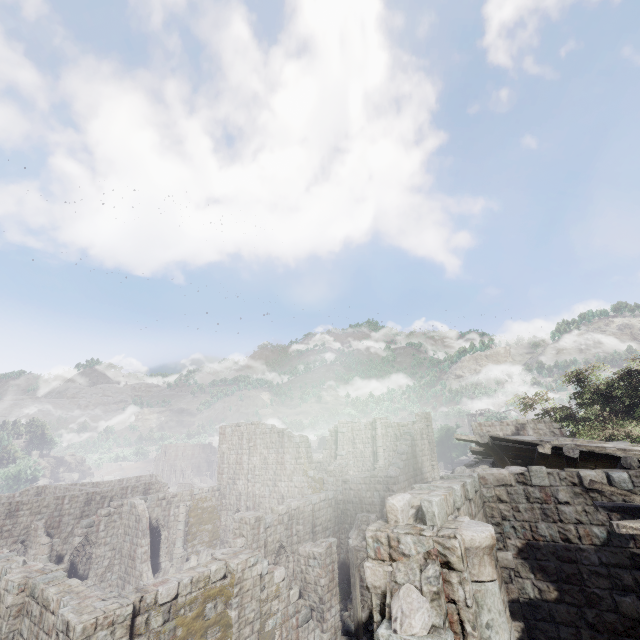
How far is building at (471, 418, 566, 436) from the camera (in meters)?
22.91

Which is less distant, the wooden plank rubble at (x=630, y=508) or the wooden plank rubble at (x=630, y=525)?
the wooden plank rubble at (x=630, y=525)

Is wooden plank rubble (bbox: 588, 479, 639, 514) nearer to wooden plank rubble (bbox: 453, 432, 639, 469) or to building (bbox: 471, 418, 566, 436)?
building (bbox: 471, 418, 566, 436)

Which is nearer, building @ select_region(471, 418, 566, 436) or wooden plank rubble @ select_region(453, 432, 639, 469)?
wooden plank rubble @ select_region(453, 432, 639, 469)

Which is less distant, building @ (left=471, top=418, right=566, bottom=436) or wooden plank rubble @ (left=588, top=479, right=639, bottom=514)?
wooden plank rubble @ (left=588, top=479, right=639, bottom=514)

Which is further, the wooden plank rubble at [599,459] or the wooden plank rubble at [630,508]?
the wooden plank rubble at [599,459]

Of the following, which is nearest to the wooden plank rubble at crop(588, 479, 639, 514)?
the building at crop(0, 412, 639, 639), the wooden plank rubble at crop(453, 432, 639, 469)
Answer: the building at crop(0, 412, 639, 639)

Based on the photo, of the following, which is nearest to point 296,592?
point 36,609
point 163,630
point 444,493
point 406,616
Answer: point 163,630
